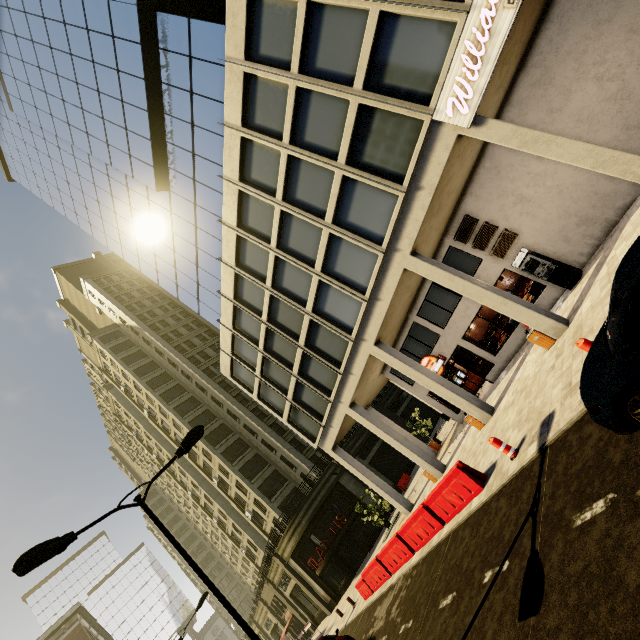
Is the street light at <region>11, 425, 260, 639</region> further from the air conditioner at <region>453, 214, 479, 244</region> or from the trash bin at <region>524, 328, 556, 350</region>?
the air conditioner at <region>453, 214, 479, 244</region>

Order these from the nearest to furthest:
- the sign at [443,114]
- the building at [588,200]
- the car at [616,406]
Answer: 1. the car at [616,406]
2. the sign at [443,114]
3. the building at [588,200]

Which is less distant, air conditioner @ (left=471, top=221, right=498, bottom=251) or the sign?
the sign

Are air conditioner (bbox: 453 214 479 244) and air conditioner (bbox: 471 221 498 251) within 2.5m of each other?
yes

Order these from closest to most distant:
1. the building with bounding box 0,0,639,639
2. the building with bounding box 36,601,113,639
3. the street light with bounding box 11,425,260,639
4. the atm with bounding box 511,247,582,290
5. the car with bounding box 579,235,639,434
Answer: the car with bounding box 579,235,639,434 < the street light with bounding box 11,425,260,639 < the building with bounding box 0,0,639,639 < the atm with bounding box 511,247,582,290 < the building with bounding box 36,601,113,639

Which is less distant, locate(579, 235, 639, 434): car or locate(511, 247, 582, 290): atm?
locate(579, 235, 639, 434): car

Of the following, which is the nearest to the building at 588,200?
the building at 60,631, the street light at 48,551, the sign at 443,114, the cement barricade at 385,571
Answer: the sign at 443,114

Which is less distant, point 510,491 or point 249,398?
point 510,491
